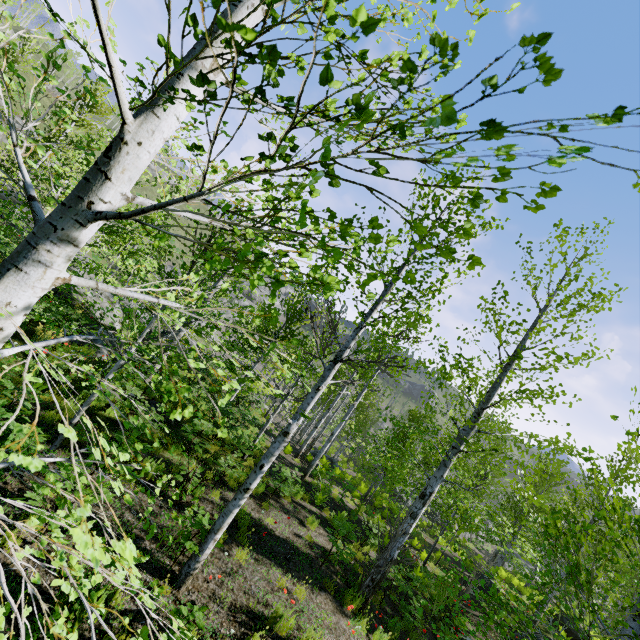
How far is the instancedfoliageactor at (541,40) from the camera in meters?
0.6 m

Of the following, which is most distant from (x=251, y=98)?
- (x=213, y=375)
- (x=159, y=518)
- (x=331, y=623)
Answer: (x=213, y=375)

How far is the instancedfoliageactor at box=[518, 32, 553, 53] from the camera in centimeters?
57cm
